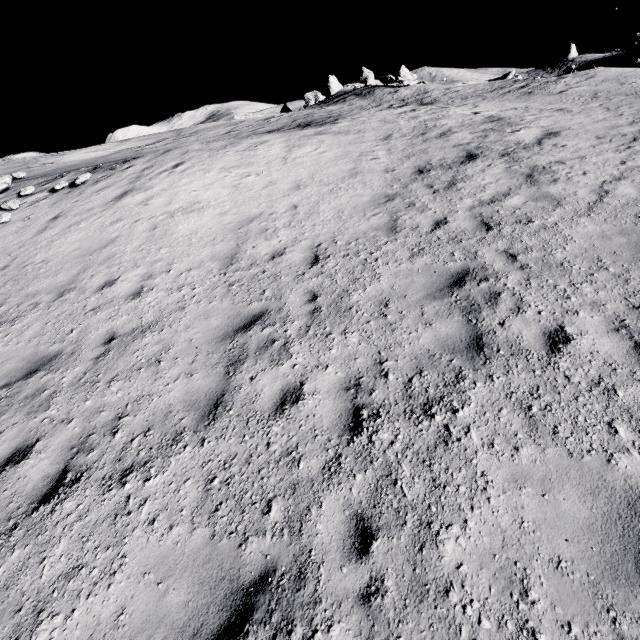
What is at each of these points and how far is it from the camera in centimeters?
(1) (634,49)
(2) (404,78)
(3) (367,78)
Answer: (1) stone, 4447cm
(2) stone, 3597cm
(3) stone, 5747cm

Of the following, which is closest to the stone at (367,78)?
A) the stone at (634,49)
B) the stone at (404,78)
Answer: the stone at (404,78)

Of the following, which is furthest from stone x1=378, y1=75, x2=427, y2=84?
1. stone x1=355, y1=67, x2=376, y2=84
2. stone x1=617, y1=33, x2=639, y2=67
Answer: stone x1=617, y1=33, x2=639, y2=67

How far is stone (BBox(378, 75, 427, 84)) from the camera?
33.9m

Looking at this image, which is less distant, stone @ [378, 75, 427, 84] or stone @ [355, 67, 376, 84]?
stone @ [378, 75, 427, 84]

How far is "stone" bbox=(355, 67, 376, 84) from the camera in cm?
5747
